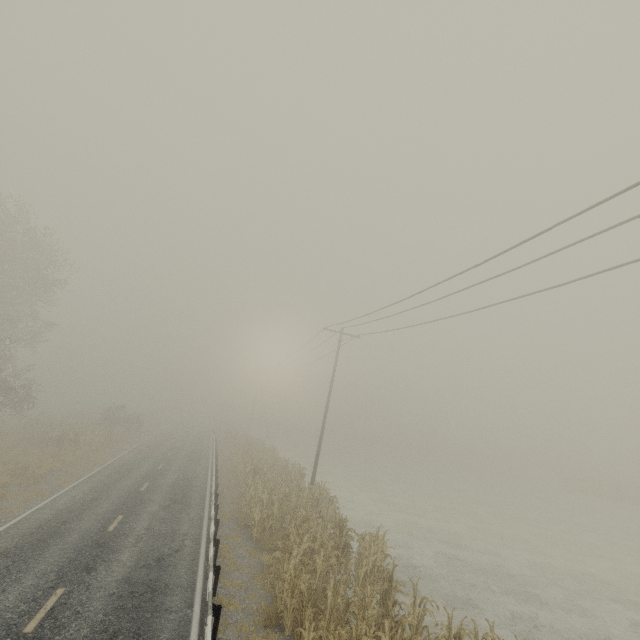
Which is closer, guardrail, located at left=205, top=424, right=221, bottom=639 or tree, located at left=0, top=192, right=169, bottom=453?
guardrail, located at left=205, top=424, right=221, bottom=639

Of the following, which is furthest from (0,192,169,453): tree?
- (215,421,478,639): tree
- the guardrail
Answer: (215,421,478,639): tree

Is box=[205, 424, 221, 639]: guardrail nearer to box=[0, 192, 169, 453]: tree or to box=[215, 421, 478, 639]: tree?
box=[0, 192, 169, 453]: tree

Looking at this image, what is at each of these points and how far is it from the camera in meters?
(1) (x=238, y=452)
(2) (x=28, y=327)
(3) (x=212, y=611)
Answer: (1) tree, 29.1
(2) tree, 29.4
(3) guardrail, 7.9

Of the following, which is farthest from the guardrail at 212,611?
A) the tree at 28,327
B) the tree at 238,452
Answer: the tree at 238,452

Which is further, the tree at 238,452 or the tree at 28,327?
the tree at 28,327
